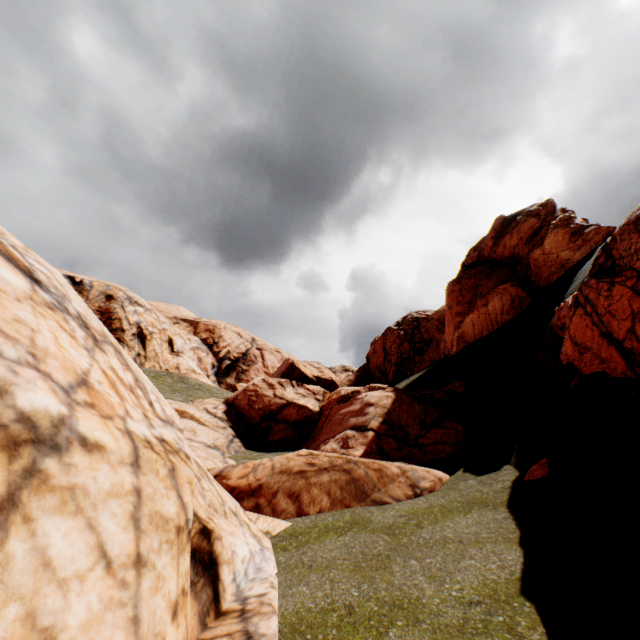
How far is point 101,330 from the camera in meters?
4.2

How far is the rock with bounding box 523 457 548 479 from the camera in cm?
823

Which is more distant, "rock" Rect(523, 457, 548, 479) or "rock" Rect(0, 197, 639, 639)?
"rock" Rect(523, 457, 548, 479)

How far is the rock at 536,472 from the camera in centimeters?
823cm

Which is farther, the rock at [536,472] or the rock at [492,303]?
the rock at [536,472]
